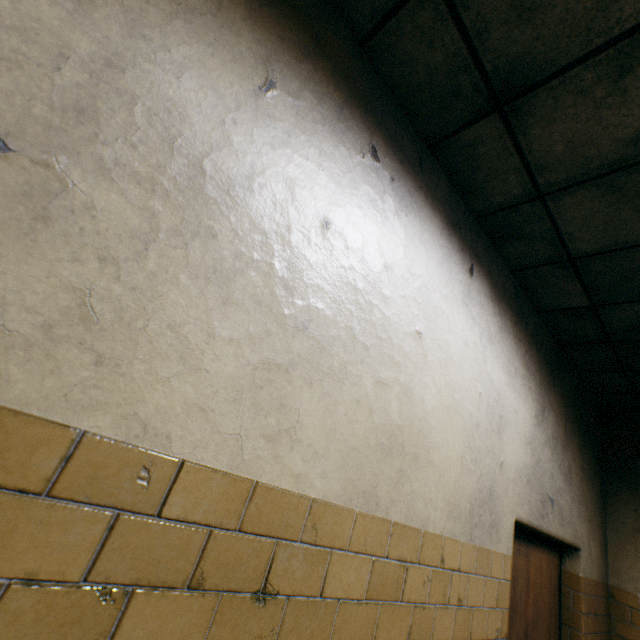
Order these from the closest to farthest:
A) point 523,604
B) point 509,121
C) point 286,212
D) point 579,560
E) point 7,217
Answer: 1. point 7,217
2. point 286,212
3. point 509,121
4. point 523,604
5. point 579,560
